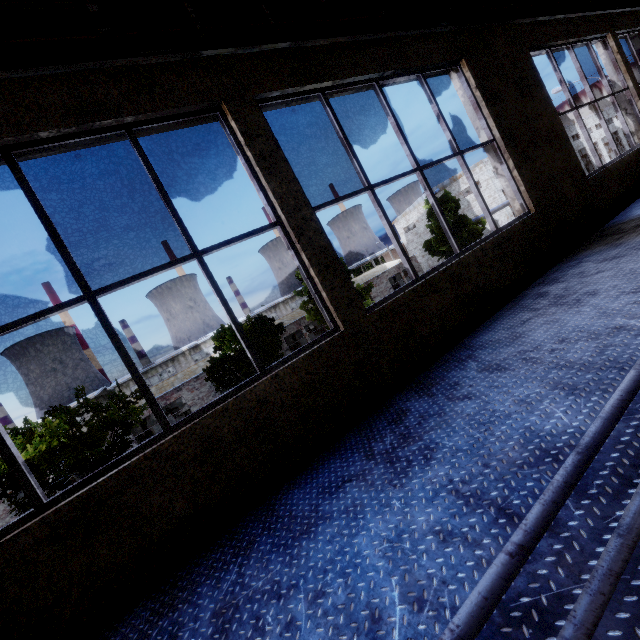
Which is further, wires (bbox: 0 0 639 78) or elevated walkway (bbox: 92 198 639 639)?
wires (bbox: 0 0 639 78)

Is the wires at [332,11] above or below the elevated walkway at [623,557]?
above

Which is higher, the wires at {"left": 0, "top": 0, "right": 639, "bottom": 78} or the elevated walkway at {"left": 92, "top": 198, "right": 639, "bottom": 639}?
the wires at {"left": 0, "top": 0, "right": 639, "bottom": 78}

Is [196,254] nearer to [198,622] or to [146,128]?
[146,128]

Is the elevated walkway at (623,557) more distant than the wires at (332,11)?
No
